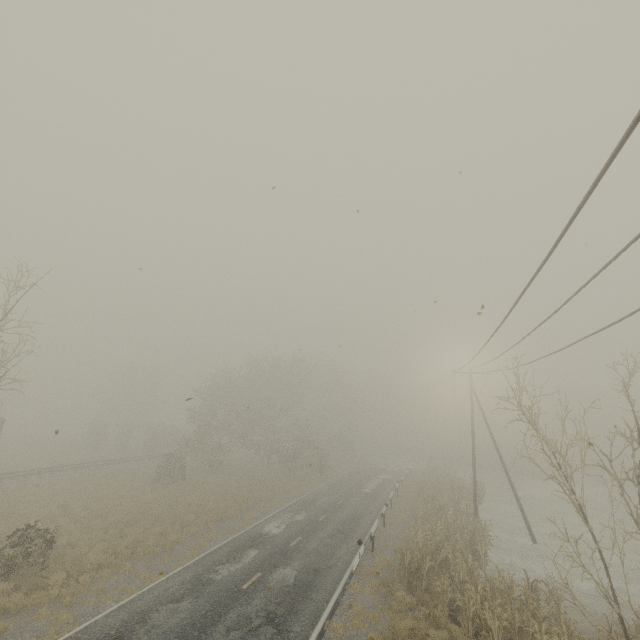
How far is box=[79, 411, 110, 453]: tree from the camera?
44.3 meters

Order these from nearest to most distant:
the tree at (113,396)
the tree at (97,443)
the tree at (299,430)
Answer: the tree at (299,430), the tree at (97,443), the tree at (113,396)

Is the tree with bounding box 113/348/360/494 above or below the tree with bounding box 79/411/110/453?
above

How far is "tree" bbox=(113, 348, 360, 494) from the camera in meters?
36.2 m

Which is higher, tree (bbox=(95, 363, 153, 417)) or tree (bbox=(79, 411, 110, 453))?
tree (bbox=(95, 363, 153, 417))

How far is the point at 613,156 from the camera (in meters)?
3.75

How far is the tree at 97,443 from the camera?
44.31m

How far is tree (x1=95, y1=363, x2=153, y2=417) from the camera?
56.8m
